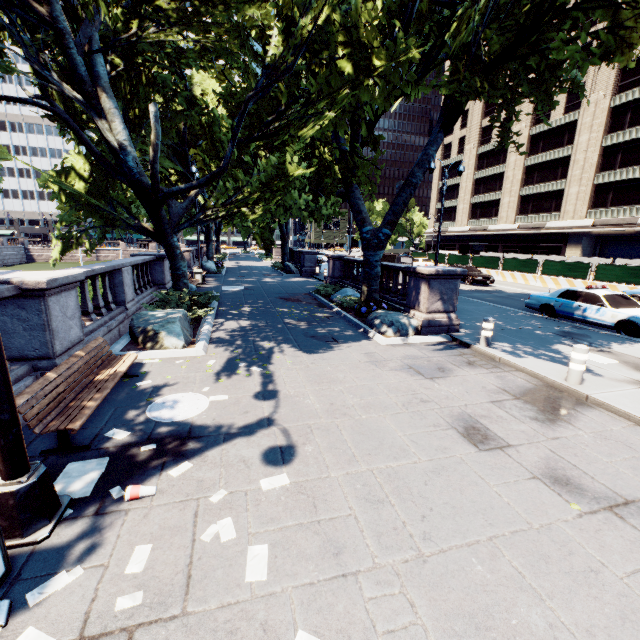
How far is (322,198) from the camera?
13.49m

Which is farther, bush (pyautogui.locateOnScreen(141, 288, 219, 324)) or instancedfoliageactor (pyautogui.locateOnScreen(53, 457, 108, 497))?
bush (pyautogui.locateOnScreen(141, 288, 219, 324))

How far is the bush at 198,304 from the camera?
11.2m

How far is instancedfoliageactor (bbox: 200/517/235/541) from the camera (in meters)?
3.24

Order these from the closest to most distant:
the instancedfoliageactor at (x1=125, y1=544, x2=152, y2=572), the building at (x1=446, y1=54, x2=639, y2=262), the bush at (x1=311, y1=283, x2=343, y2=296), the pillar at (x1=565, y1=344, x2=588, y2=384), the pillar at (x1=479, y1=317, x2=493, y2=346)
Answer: the instancedfoliageactor at (x1=125, y1=544, x2=152, y2=572) → the pillar at (x1=565, y1=344, x2=588, y2=384) → the pillar at (x1=479, y1=317, x2=493, y2=346) → the bush at (x1=311, y1=283, x2=343, y2=296) → the building at (x1=446, y1=54, x2=639, y2=262)

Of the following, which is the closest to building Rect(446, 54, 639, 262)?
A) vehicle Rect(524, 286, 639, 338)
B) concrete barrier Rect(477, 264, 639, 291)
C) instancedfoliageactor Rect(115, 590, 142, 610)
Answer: concrete barrier Rect(477, 264, 639, 291)

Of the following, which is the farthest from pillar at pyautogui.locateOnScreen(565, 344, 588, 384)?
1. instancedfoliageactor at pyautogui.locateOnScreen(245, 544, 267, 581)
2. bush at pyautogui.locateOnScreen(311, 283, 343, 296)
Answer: bush at pyautogui.locateOnScreen(311, 283, 343, 296)

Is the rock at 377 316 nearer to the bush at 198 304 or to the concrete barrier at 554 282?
the bush at 198 304
